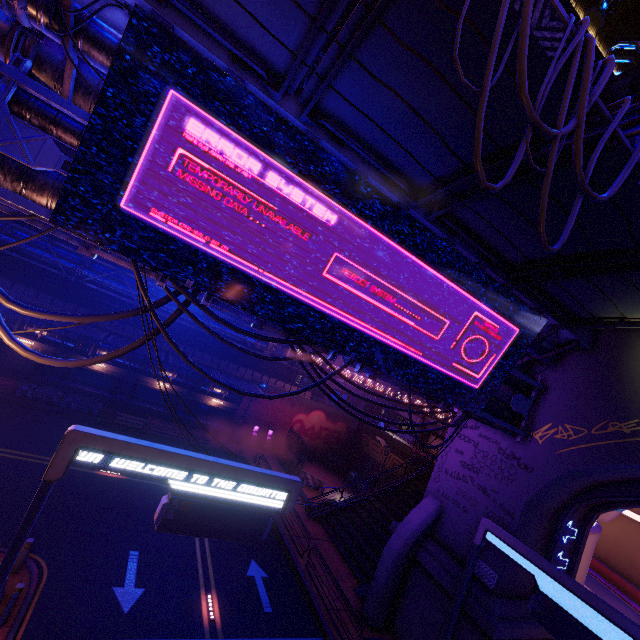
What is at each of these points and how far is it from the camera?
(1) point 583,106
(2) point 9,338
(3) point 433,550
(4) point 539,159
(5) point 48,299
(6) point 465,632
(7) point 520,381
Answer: (1) cable, 4.3 meters
(2) cable, 7.1 meters
(3) wall arch, 15.1 meters
(4) awning, 6.4 meters
(5) fence, 24.5 meters
(6) wall arch, 12.6 meters
(7) pipe, 14.0 meters

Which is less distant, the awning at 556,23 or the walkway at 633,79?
the awning at 556,23

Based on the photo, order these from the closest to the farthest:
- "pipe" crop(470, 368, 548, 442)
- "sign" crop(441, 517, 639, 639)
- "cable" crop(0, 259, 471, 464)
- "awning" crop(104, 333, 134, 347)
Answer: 1. "cable" crop(0, 259, 471, 464)
2. "sign" crop(441, 517, 639, 639)
3. "pipe" crop(470, 368, 548, 442)
4. "awning" crop(104, 333, 134, 347)

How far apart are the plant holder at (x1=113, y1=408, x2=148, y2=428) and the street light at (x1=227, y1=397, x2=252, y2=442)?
7.7m

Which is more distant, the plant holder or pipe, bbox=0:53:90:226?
the plant holder

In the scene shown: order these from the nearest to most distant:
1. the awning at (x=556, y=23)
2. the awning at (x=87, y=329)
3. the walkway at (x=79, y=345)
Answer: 1. the awning at (x=556, y=23)
2. the awning at (x=87, y=329)
3. the walkway at (x=79, y=345)

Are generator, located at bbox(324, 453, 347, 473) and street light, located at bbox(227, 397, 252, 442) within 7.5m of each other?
no

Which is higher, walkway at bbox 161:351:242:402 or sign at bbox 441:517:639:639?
sign at bbox 441:517:639:639
